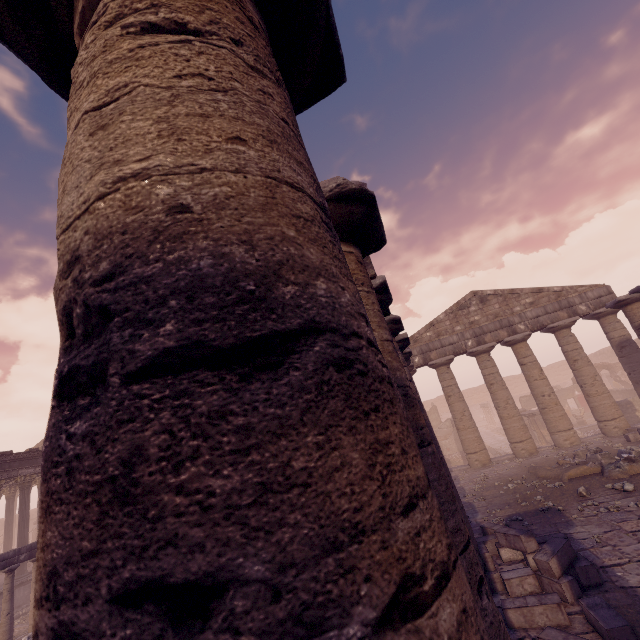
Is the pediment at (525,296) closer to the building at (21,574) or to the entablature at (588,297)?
the entablature at (588,297)

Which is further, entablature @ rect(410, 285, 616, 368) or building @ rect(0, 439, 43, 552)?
building @ rect(0, 439, 43, 552)

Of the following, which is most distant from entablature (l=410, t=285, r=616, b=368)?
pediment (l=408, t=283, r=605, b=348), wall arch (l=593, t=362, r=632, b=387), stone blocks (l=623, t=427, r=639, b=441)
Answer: wall arch (l=593, t=362, r=632, b=387)

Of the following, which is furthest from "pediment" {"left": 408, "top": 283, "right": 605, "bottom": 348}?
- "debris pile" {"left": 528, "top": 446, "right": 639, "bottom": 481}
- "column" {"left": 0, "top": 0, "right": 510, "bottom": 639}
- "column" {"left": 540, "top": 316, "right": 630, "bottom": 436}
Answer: "column" {"left": 0, "top": 0, "right": 510, "bottom": 639}

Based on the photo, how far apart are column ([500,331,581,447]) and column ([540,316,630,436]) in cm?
66

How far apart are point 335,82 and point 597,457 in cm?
1388

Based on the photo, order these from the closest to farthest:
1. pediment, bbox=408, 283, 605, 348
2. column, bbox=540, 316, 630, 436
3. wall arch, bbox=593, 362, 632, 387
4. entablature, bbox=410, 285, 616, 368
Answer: column, bbox=540, 316, 630, 436 → entablature, bbox=410, 285, 616, 368 → pediment, bbox=408, 283, 605, 348 → wall arch, bbox=593, 362, 632, 387

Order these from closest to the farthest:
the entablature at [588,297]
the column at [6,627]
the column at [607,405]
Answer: the column at [6,627] < the column at [607,405] < the entablature at [588,297]
